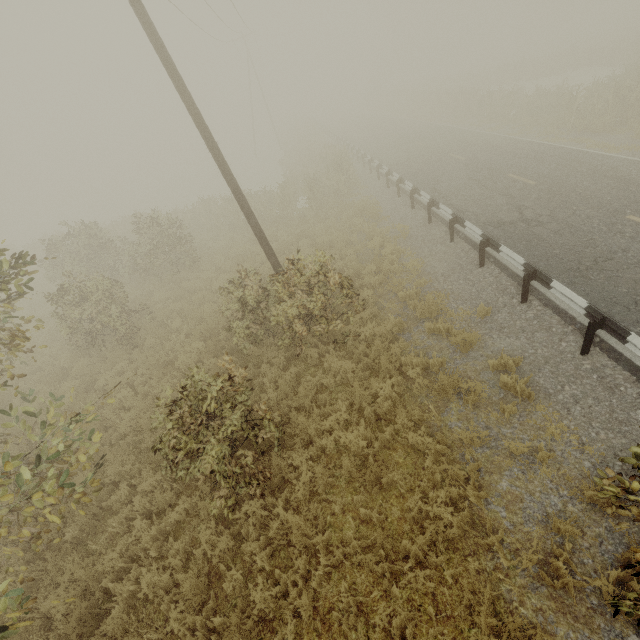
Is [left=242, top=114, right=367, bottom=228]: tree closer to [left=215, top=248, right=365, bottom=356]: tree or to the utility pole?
the utility pole

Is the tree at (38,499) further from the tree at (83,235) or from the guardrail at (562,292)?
the tree at (83,235)

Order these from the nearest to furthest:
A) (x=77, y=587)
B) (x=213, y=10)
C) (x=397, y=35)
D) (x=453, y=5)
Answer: (x=77, y=587) < (x=213, y=10) < (x=453, y=5) < (x=397, y=35)

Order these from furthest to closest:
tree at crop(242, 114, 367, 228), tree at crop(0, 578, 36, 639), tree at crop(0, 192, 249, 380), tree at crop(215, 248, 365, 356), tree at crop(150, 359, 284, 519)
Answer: tree at crop(242, 114, 367, 228) → tree at crop(215, 248, 365, 356) → tree at crop(0, 192, 249, 380) → tree at crop(150, 359, 284, 519) → tree at crop(0, 578, 36, 639)

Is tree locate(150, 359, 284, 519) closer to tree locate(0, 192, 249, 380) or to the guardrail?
the guardrail

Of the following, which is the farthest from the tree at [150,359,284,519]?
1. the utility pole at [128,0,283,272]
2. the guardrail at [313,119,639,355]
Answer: the utility pole at [128,0,283,272]

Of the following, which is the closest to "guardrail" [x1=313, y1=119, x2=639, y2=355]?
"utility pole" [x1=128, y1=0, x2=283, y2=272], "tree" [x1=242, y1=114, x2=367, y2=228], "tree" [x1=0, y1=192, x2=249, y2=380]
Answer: "tree" [x1=242, y1=114, x2=367, y2=228]
